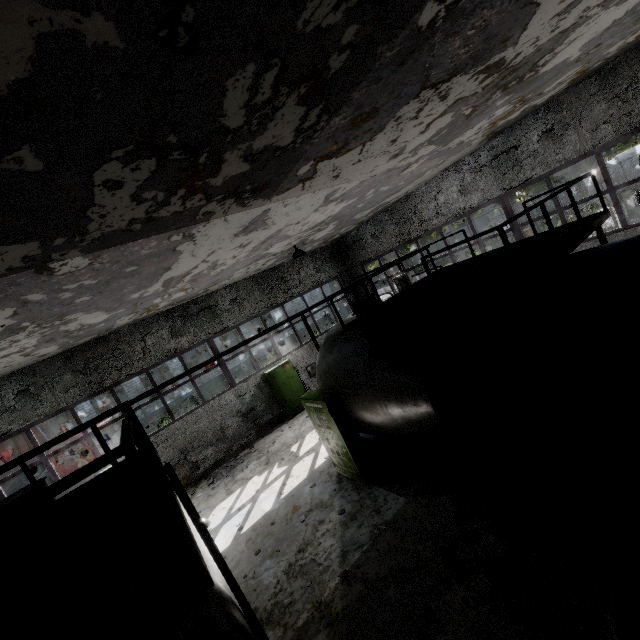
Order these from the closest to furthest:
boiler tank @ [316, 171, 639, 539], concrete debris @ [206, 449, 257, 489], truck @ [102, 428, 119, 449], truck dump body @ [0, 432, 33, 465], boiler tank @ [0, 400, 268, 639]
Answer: boiler tank @ [0, 400, 268, 639] → boiler tank @ [316, 171, 639, 539] → concrete debris @ [206, 449, 257, 489] → truck dump body @ [0, 432, 33, 465] → truck @ [102, 428, 119, 449]

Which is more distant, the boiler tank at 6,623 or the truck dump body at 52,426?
the truck dump body at 52,426

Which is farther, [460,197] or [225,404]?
[225,404]

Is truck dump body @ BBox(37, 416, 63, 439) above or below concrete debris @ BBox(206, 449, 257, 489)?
above

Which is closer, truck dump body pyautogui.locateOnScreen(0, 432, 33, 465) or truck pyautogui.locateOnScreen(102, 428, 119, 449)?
truck dump body pyautogui.locateOnScreen(0, 432, 33, 465)

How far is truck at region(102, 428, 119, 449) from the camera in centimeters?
1641cm

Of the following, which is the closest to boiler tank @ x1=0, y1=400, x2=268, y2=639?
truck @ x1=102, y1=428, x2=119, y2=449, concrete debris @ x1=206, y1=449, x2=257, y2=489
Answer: concrete debris @ x1=206, y1=449, x2=257, y2=489

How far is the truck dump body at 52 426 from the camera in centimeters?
1741cm
